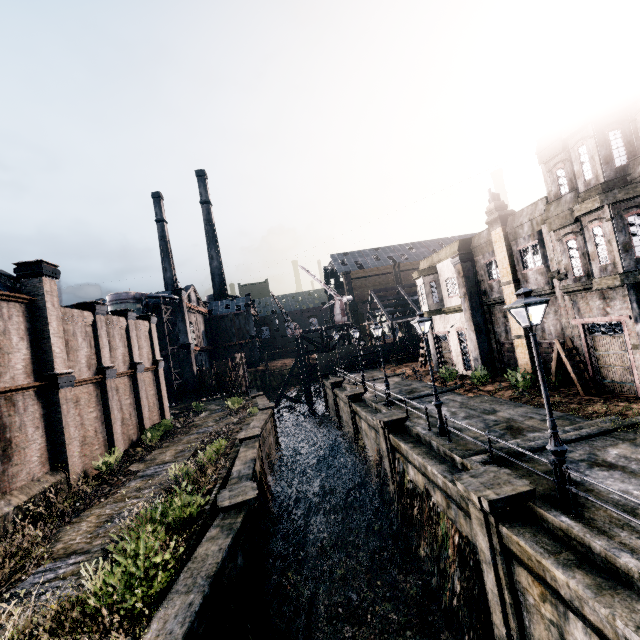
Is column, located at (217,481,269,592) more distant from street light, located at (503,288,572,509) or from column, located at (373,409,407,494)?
street light, located at (503,288,572,509)

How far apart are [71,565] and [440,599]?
13.12m

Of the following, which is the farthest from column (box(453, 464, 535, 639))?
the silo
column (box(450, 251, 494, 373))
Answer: the silo

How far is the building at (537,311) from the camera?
19.5m

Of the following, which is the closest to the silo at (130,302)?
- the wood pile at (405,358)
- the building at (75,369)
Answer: the building at (75,369)

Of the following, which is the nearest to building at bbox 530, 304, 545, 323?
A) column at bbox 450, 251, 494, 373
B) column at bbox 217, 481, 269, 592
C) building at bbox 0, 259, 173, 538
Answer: column at bbox 450, 251, 494, 373

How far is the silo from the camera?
45.5m

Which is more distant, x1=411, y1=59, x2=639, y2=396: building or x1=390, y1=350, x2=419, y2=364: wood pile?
x1=390, y1=350, x2=419, y2=364: wood pile
